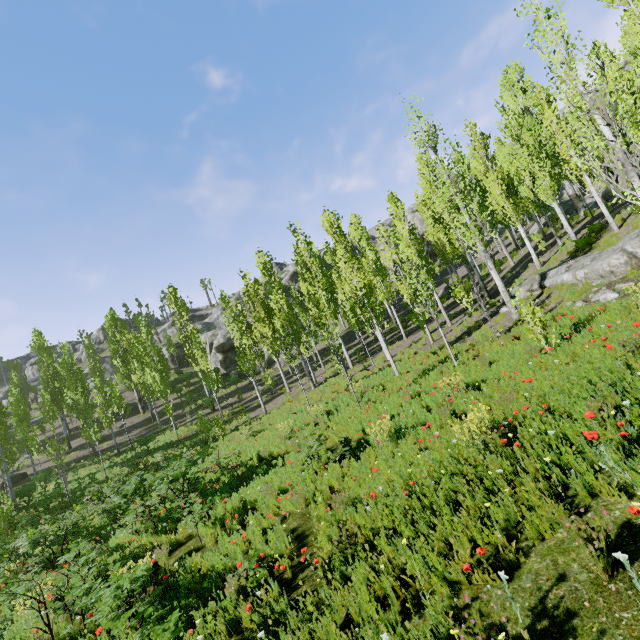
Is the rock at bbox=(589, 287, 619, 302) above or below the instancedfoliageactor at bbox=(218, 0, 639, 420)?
below

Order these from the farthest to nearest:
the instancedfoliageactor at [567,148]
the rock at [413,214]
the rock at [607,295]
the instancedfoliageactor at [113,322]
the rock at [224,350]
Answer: the rock at [413,214], the rock at [224,350], the rock at [607,295], the instancedfoliageactor at [567,148], the instancedfoliageactor at [113,322]

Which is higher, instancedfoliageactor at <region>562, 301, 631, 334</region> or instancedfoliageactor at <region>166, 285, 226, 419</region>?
instancedfoliageactor at <region>166, 285, 226, 419</region>

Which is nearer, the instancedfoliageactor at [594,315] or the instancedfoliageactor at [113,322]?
the instancedfoliageactor at [113,322]

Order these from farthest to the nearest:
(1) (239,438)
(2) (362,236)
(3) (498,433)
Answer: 1. (2) (362,236)
2. (1) (239,438)
3. (3) (498,433)

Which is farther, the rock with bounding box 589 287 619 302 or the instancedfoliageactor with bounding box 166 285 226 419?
the instancedfoliageactor with bounding box 166 285 226 419

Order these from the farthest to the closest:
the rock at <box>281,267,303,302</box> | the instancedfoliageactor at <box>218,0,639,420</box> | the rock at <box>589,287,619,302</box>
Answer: the rock at <box>281,267,303,302</box> < the rock at <box>589,287,619,302</box> < the instancedfoliageactor at <box>218,0,639,420</box>

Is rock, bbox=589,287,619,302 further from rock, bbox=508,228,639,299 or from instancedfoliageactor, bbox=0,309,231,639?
instancedfoliageactor, bbox=0,309,231,639
